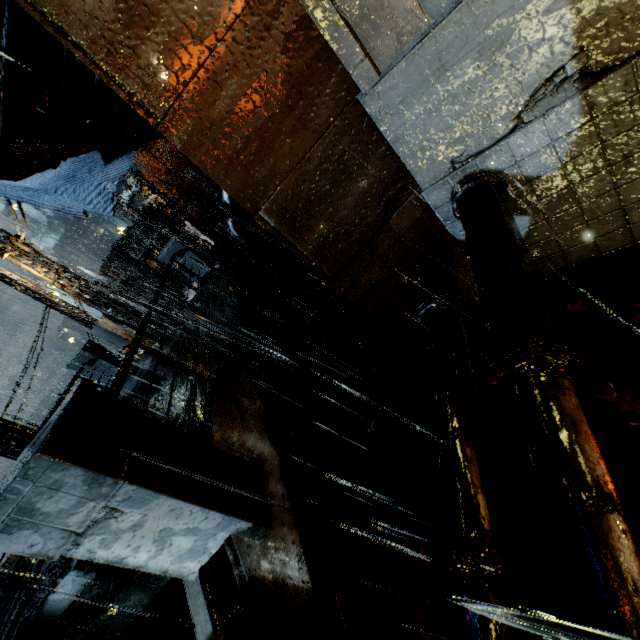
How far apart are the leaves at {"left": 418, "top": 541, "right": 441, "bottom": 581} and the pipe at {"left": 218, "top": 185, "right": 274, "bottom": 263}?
11.9 meters

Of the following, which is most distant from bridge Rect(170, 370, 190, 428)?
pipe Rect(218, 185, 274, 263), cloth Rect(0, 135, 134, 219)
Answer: cloth Rect(0, 135, 134, 219)

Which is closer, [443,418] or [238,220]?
[443,418]

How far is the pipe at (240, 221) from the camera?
12.3m

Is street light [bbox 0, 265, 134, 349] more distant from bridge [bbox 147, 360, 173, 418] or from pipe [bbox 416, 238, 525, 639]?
pipe [bbox 416, 238, 525, 639]

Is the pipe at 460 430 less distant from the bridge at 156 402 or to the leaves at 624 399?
the bridge at 156 402

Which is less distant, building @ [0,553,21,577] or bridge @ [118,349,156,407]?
bridge @ [118,349,156,407]

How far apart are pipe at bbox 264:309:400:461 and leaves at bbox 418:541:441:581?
2.1m
